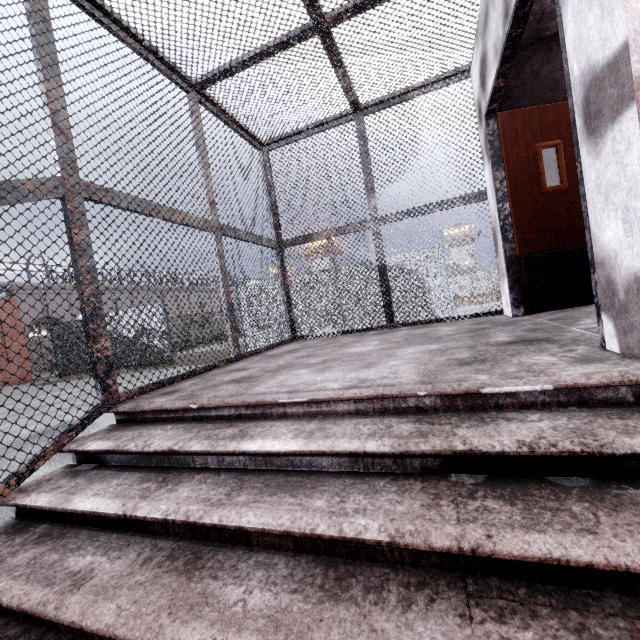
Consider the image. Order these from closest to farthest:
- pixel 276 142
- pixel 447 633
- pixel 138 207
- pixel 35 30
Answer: pixel 447 633 → pixel 35 30 → pixel 138 207 → pixel 276 142

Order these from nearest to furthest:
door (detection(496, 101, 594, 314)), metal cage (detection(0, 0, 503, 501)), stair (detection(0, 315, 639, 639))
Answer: stair (detection(0, 315, 639, 639)), metal cage (detection(0, 0, 503, 501)), door (detection(496, 101, 594, 314))

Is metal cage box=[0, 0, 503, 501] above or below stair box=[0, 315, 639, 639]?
above

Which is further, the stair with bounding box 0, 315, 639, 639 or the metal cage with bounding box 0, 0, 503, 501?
the metal cage with bounding box 0, 0, 503, 501

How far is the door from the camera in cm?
340

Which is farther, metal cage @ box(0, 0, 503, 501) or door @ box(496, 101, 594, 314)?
door @ box(496, 101, 594, 314)

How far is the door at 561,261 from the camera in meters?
3.4

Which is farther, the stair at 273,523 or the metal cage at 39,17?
the metal cage at 39,17
